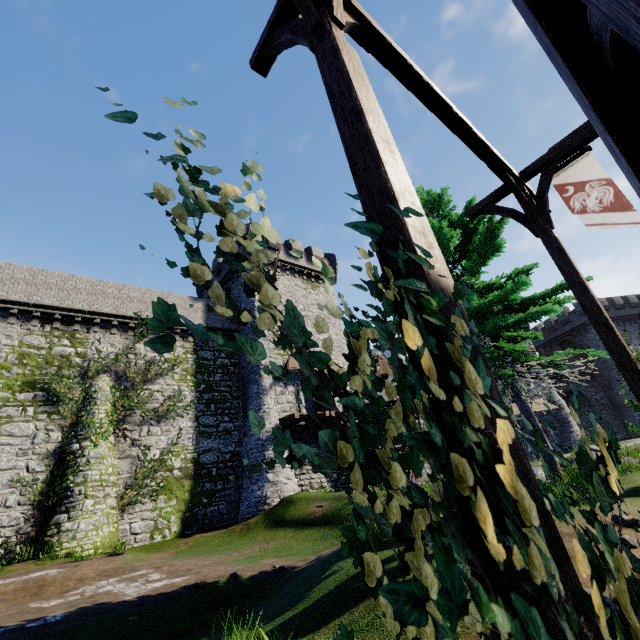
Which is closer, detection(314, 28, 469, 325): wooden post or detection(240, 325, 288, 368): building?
detection(314, 28, 469, 325): wooden post

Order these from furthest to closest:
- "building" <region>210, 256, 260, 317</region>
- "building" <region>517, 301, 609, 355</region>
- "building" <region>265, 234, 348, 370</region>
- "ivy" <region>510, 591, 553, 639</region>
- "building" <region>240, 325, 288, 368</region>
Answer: "building" <region>517, 301, 609, 355</region>
"building" <region>265, 234, 348, 370</region>
"building" <region>210, 256, 260, 317</region>
"building" <region>240, 325, 288, 368</region>
"ivy" <region>510, 591, 553, 639</region>

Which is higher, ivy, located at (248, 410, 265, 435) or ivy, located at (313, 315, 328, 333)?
ivy, located at (313, 315, 328, 333)

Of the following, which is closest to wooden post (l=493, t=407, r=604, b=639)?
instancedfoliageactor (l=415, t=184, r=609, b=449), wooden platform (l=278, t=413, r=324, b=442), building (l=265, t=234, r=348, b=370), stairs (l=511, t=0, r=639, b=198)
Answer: stairs (l=511, t=0, r=639, b=198)

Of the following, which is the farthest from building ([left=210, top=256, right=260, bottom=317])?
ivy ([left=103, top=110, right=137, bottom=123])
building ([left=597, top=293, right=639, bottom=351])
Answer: building ([left=597, top=293, right=639, bottom=351])

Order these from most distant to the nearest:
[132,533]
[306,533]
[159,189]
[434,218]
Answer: [132,533] < [306,533] < [434,218] < [159,189]

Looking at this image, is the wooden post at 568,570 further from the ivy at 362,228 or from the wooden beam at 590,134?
the wooden beam at 590,134

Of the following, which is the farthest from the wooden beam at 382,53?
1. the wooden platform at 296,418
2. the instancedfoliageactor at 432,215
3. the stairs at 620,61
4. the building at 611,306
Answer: the building at 611,306
